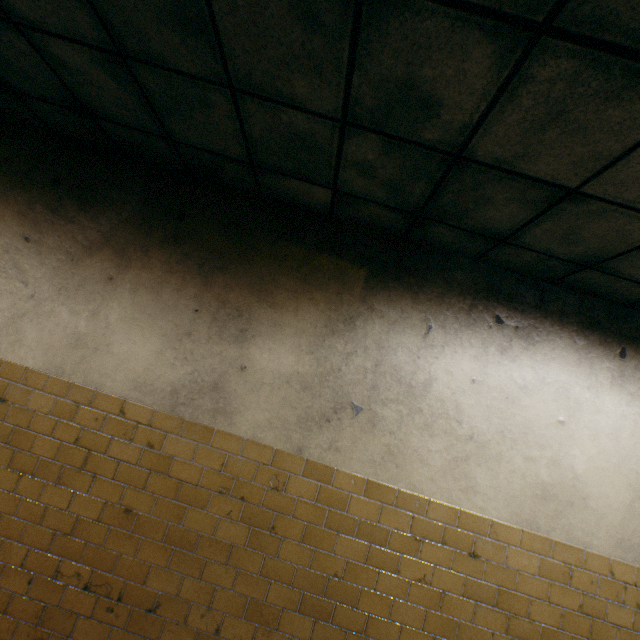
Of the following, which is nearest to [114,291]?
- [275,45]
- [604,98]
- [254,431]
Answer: [254,431]
